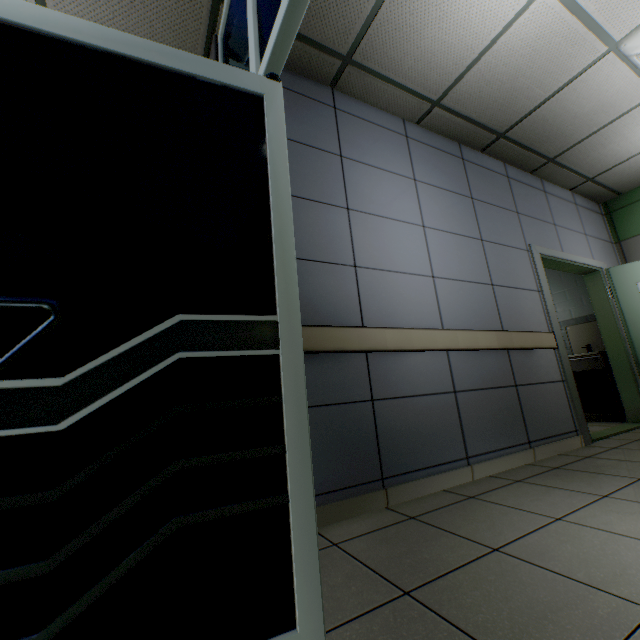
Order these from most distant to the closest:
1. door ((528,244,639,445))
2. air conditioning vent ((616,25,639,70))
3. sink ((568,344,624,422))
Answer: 1. sink ((568,344,624,422))
2. door ((528,244,639,445))
3. air conditioning vent ((616,25,639,70))

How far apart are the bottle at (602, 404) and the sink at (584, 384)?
0.0m

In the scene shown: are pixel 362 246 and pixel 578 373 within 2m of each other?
no

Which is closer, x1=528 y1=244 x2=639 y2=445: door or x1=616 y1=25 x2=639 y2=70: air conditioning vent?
x1=616 y1=25 x2=639 y2=70: air conditioning vent

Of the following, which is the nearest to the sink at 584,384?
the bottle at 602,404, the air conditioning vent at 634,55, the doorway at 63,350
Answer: the bottle at 602,404

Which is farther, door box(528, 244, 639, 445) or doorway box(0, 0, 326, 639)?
door box(528, 244, 639, 445)

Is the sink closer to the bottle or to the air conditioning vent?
the bottle

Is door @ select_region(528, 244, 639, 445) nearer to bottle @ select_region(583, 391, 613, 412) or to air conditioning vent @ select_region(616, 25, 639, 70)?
bottle @ select_region(583, 391, 613, 412)
